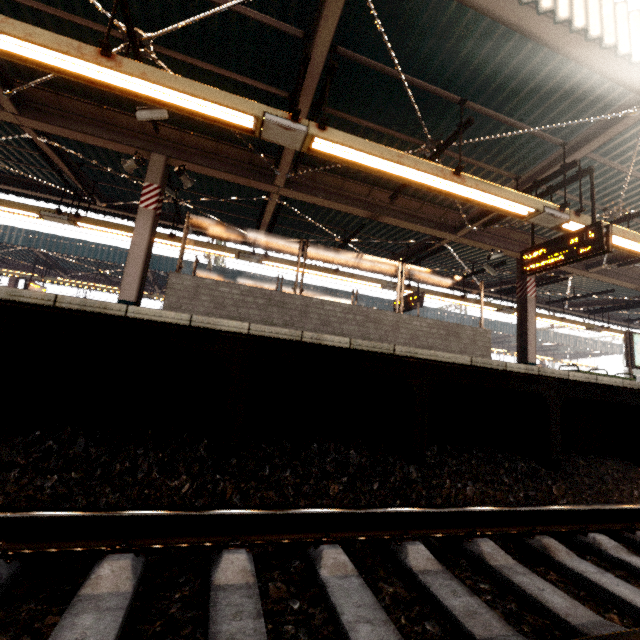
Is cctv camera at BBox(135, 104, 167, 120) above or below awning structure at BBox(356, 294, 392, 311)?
below

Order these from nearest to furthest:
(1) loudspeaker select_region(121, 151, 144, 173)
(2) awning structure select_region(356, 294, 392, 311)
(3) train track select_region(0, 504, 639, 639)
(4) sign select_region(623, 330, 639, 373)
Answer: (3) train track select_region(0, 504, 639, 639) < (1) loudspeaker select_region(121, 151, 144, 173) < (4) sign select_region(623, 330, 639, 373) < (2) awning structure select_region(356, 294, 392, 311)

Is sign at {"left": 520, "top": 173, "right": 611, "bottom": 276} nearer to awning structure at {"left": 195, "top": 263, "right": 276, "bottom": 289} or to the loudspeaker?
the loudspeaker

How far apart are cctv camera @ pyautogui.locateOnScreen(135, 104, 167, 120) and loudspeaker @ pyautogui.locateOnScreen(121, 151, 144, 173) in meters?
1.3 m

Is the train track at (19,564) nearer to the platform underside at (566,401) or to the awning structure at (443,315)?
the platform underside at (566,401)

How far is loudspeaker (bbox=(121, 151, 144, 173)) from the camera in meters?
6.4

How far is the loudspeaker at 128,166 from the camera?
6.43m

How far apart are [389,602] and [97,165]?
10.4 meters
